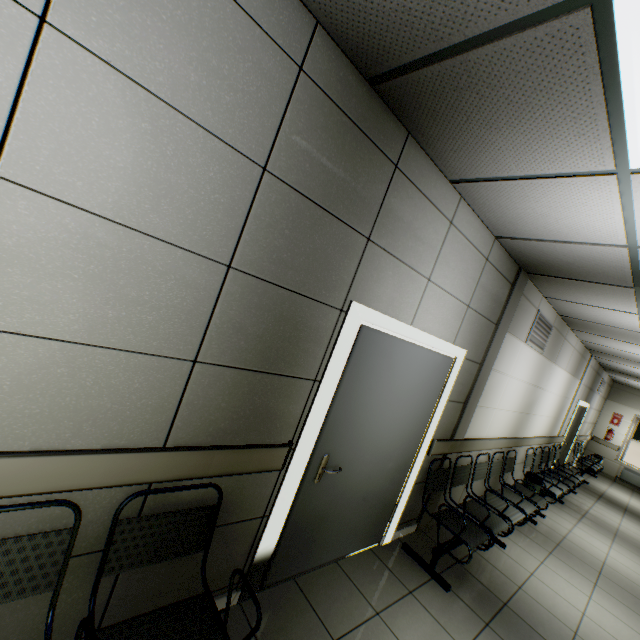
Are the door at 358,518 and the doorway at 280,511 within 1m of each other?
yes

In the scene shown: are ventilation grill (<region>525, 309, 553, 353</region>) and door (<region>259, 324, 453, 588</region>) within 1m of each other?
no

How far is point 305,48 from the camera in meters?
1.5

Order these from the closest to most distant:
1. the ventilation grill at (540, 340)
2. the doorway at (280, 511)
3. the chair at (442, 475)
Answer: the doorway at (280, 511) < the chair at (442, 475) < the ventilation grill at (540, 340)

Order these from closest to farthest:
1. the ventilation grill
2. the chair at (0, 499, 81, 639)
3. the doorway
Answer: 1. the chair at (0, 499, 81, 639)
2. the doorway
3. the ventilation grill

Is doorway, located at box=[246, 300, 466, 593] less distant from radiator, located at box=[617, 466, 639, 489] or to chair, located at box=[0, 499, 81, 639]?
chair, located at box=[0, 499, 81, 639]

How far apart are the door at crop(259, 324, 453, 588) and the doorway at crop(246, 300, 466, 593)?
0.0 meters

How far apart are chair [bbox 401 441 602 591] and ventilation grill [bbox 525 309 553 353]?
1.70m
